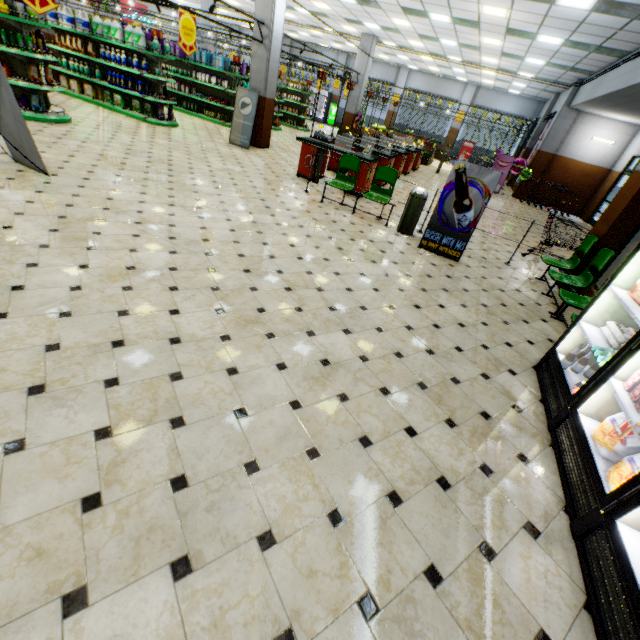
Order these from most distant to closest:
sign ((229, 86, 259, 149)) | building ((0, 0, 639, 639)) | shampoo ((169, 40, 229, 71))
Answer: shampoo ((169, 40, 229, 71)), sign ((229, 86, 259, 149)), building ((0, 0, 639, 639))

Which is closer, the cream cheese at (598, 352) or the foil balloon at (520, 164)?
the cream cheese at (598, 352)

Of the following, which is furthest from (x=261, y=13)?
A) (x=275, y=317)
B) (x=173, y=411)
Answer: (x=173, y=411)

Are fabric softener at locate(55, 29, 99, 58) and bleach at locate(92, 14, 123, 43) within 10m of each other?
yes

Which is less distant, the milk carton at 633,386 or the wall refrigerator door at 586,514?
the wall refrigerator door at 586,514

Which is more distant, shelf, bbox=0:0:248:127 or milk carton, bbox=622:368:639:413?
shelf, bbox=0:0:248:127

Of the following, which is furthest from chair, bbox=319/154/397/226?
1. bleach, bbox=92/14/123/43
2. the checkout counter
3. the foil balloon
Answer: the foil balloon

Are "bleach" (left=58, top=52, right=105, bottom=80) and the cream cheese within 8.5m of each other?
no
